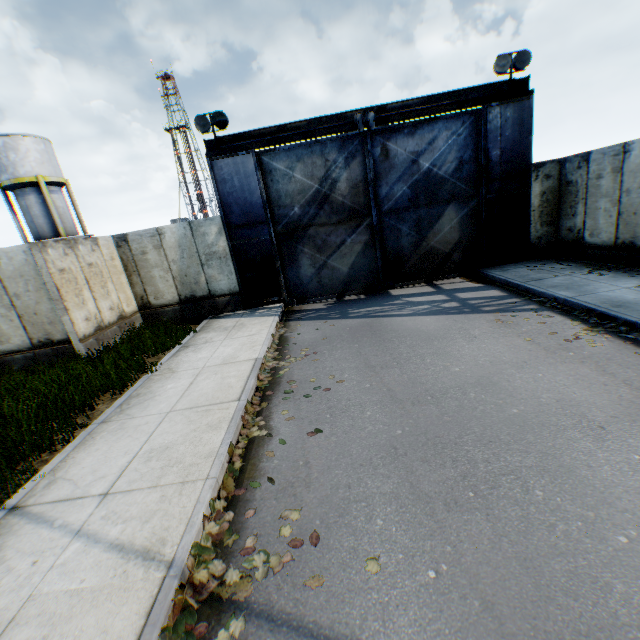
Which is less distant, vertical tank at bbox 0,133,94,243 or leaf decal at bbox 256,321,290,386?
leaf decal at bbox 256,321,290,386

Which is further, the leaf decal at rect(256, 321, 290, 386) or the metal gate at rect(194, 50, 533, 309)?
the metal gate at rect(194, 50, 533, 309)

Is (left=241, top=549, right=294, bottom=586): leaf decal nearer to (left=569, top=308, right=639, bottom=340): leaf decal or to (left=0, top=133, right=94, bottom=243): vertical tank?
(left=569, top=308, right=639, bottom=340): leaf decal

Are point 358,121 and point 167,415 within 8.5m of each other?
no

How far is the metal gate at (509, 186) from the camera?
10.9m

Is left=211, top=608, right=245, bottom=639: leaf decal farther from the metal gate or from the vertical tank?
the vertical tank

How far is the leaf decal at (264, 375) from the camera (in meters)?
6.94
